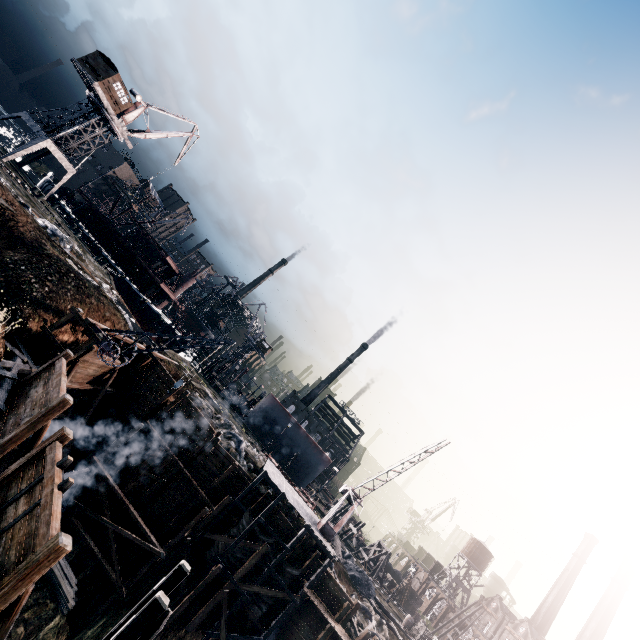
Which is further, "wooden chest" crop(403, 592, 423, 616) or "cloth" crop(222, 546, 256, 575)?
"wooden chest" crop(403, 592, 423, 616)

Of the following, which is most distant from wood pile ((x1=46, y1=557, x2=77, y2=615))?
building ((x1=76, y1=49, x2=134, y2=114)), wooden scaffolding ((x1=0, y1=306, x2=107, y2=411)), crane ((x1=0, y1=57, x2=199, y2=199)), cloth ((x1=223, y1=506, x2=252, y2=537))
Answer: building ((x1=76, y1=49, x2=134, y2=114))

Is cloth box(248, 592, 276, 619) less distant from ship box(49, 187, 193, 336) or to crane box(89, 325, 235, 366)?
crane box(89, 325, 235, 366)

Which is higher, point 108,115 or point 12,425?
point 108,115

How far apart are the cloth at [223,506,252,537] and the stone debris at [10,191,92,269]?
27.65m

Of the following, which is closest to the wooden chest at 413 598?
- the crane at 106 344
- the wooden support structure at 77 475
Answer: the wooden support structure at 77 475

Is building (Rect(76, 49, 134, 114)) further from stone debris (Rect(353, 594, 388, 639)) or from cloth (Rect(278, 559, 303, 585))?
stone debris (Rect(353, 594, 388, 639))

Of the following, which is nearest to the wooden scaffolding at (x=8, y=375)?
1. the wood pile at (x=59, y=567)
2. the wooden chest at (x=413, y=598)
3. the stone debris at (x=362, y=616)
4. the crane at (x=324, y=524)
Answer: the wood pile at (x=59, y=567)
